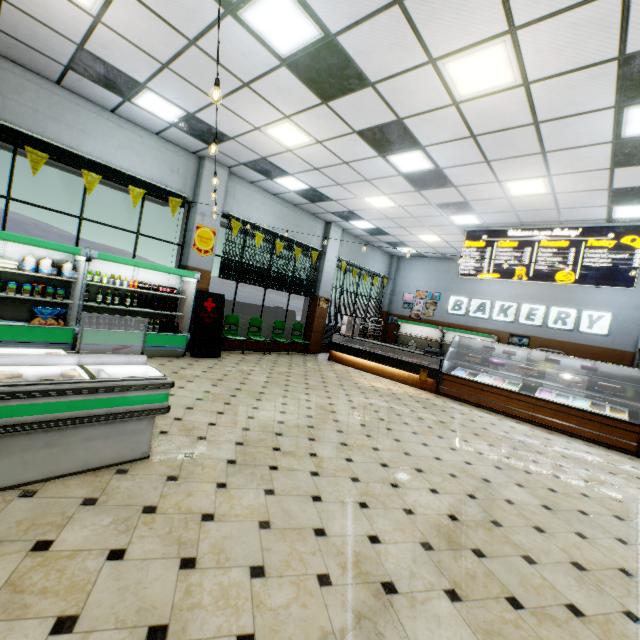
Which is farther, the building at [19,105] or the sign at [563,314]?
the sign at [563,314]

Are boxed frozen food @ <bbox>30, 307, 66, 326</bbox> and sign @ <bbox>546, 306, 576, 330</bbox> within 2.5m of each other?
no

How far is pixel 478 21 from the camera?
3.36m

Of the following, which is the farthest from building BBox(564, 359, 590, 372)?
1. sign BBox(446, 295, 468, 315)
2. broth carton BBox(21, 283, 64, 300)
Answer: broth carton BBox(21, 283, 64, 300)

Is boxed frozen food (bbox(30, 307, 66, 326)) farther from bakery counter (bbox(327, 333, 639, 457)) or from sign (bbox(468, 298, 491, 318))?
sign (bbox(468, 298, 491, 318))

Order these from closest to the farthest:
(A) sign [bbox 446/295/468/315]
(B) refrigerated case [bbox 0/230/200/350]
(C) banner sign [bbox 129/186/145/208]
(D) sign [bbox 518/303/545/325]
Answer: (B) refrigerated case [bbox 0/230/200/350] < (C) banner sign [bbox 129/186/145/208] < (D) sign [bbox 518/303/545/325] < (A) sign [bbox 446/295/468/315]

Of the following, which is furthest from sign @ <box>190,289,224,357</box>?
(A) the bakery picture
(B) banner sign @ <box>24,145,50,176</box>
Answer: (A) the bakery picture

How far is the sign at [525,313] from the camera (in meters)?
11.84
